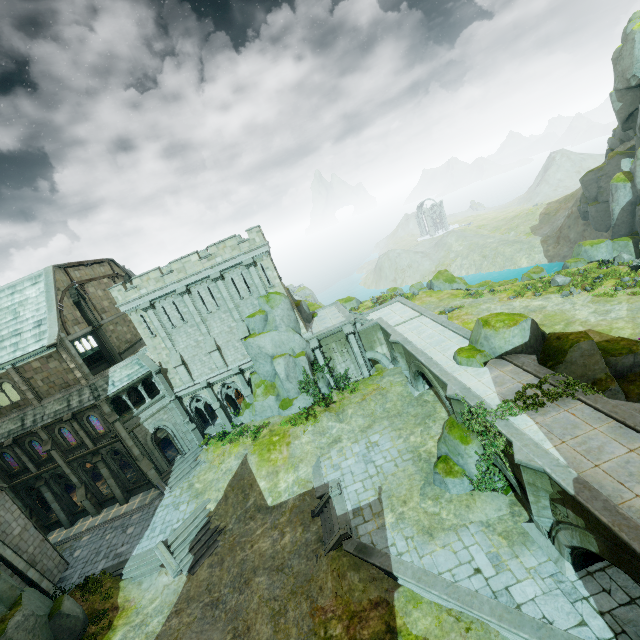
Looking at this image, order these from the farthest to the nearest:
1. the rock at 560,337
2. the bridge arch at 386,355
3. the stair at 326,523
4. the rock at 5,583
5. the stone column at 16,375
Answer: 1. the bridge arch at 386,355
2. the stone column at 16,375
3. the stair at 326,523
4. the rock at 560,337
5. the rock at 5,583

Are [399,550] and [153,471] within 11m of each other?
no

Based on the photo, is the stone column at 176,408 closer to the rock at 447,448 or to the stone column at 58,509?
the stone column at 58,509

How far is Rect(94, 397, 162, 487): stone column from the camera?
25.9m

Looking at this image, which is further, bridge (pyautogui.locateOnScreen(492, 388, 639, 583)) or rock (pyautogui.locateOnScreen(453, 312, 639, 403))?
rock (pyautogui.locateOnScreen(453, 312, 639, 403))

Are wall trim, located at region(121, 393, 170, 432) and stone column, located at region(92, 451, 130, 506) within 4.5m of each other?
yes

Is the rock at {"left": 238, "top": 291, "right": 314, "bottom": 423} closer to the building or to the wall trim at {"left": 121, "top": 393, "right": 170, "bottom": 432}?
the wall trim at {"left": 121, "top": 393, "right": 170, "bottom": 432}

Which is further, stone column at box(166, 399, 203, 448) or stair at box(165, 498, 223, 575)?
stone column at box(166, 399, 203, 448)
